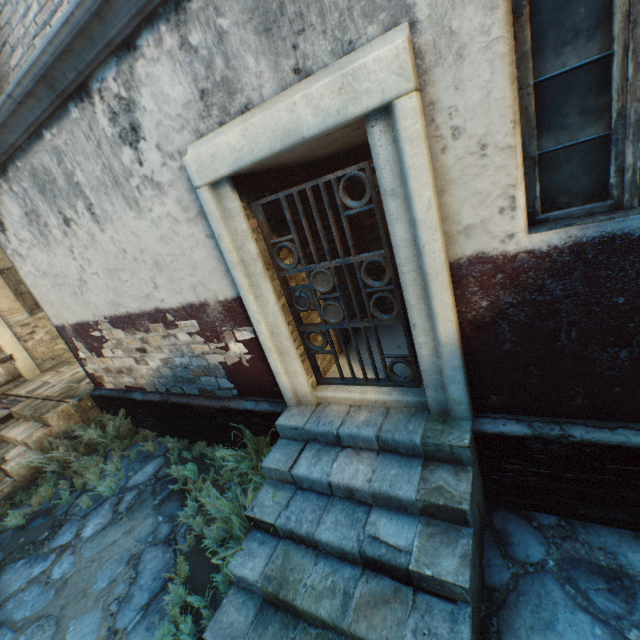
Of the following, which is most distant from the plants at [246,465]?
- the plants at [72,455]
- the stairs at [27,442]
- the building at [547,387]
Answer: the stairs at [27,442]

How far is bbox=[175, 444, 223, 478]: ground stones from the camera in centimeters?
465cm

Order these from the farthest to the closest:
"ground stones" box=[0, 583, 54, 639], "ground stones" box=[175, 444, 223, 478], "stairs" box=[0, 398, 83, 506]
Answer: "stairs" box=[0, 398, 83, 506] < "ground stones" box=[175, 444, 223, 478] < "ground stones" box=[0, 583, 54, 639]

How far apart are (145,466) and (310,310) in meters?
4.2 m

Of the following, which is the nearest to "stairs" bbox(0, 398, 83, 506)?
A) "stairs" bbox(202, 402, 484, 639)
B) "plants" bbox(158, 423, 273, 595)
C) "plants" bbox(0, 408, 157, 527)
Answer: "plants" bbox(0, 408, 157, 527)

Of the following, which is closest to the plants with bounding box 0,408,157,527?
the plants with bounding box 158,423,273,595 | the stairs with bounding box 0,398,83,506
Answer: the stairs with bounding box 0,398,83,506

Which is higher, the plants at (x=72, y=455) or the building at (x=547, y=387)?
the building at (x=547, y=387)
